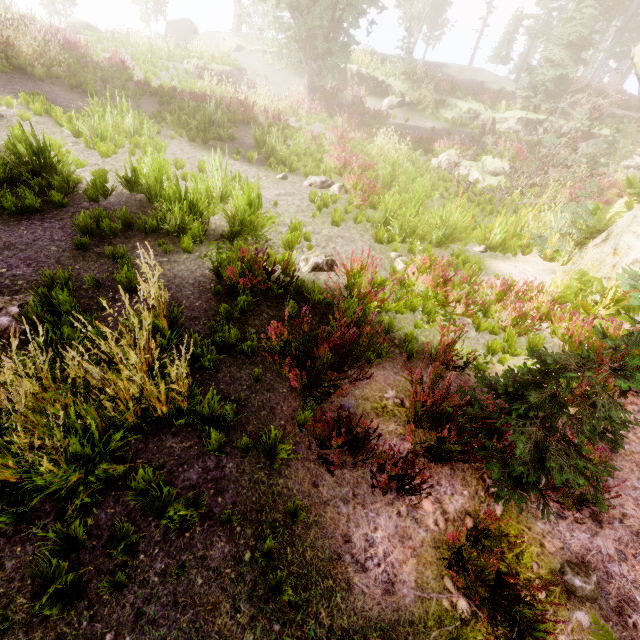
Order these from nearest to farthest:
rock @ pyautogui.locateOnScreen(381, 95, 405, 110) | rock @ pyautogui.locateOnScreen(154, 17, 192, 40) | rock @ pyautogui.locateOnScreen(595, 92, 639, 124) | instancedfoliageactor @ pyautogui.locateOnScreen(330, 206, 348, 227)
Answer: instancedfoliageactor @ pyautogui.locateOnScreen(330, 206, 348, 227) → rock @ pyautogui.locateOnScreen(595, 92, 639, 124) → rock @ pyautogui.locateOnScreen(381, 95, 405, 110) → rock @ pyautogui.locateOnScreen(154, 17, 192, 40)

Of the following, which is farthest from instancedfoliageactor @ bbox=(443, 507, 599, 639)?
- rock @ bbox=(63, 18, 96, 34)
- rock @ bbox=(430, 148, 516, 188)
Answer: rock @ bbox=(63, 18, 96, 34)

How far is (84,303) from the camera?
4.4m

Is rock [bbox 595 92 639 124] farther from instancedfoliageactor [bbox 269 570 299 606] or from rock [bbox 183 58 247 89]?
rock [bbox 183 58 247 89]

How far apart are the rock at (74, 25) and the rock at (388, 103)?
23.23m

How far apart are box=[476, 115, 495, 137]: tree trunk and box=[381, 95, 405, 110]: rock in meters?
5.5

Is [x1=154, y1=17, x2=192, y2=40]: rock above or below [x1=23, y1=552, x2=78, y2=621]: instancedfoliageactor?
above

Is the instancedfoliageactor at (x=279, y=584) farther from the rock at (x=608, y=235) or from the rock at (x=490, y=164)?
the rock at (x=490, y=164)
